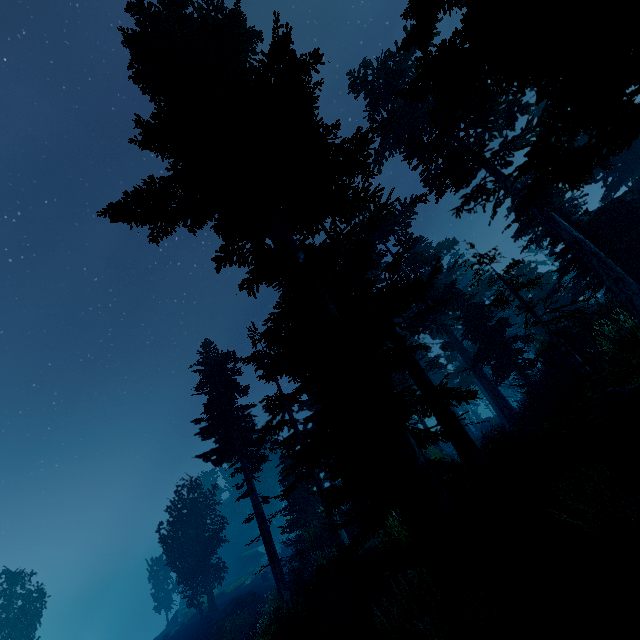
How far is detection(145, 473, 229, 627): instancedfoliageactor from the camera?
33.0 meters

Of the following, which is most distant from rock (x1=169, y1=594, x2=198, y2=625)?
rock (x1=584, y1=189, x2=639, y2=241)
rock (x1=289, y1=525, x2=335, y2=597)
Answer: rock (x1=584, y1=189, x2=639, y2=241)

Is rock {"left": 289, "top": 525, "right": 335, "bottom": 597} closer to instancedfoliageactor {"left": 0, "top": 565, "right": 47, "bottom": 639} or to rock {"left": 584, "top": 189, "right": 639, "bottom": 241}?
instancedfoliageactor {"left": 0, "top": 565, "right": 47, "bottom": 639}

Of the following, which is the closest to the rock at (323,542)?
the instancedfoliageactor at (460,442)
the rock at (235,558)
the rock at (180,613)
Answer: the instancedfoliageactor at (460,442)

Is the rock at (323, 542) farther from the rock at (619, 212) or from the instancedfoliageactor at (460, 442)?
the rock at (619, 212)

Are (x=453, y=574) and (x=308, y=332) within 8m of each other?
yes

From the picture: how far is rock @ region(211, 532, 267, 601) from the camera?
41.75m

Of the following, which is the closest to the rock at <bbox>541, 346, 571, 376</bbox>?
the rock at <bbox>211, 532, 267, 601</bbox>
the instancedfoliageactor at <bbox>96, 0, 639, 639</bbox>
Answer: the instancedfoliageactor at <bbox>96, 0, 639, 639</bbox>
